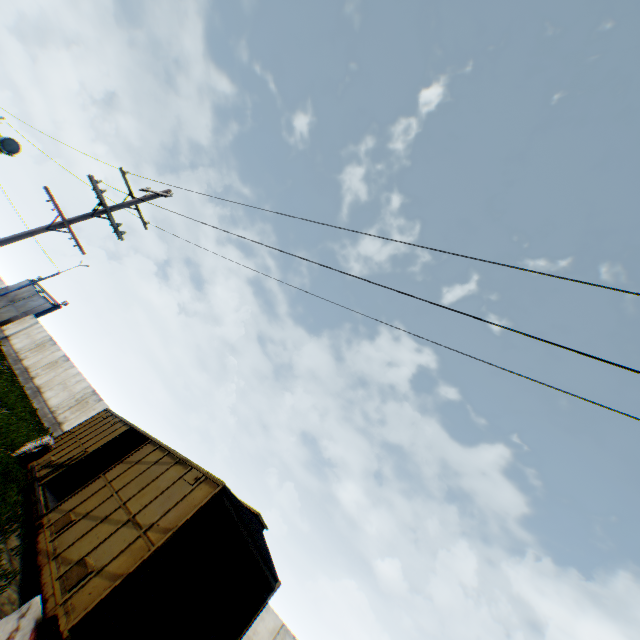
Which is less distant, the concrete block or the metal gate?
the concrete block

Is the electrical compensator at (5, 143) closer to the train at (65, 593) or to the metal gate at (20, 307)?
the train at (65, 593)

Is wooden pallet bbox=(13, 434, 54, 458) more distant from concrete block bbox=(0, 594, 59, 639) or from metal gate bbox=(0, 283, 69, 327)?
metal gate bbox=(0, 283, 69, 327)

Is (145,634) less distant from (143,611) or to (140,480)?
(143,611)

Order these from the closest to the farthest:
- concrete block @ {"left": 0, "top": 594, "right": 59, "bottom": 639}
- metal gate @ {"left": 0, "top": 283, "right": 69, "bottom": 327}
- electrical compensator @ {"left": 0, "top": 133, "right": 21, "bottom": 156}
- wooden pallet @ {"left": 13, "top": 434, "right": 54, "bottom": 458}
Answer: concrete block @ {"left": 0, "top": 594, "right": 59, "bottom": 639} → wooden pallet @ {"left": 13, "top": 434, "right": 54, "bottom": 458} → electrical compensator @ {"left": 0, "top": 133, "right": 21, "bottom": 156} → metal gate @ {"left": 0, "top": 283, "right": 69, "bottom": 327}

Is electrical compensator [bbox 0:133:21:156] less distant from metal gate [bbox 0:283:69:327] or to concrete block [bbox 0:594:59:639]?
concrete block [bbox 0:594:59:639]

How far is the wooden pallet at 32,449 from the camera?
13.1 meters

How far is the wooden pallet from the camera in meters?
13.1
